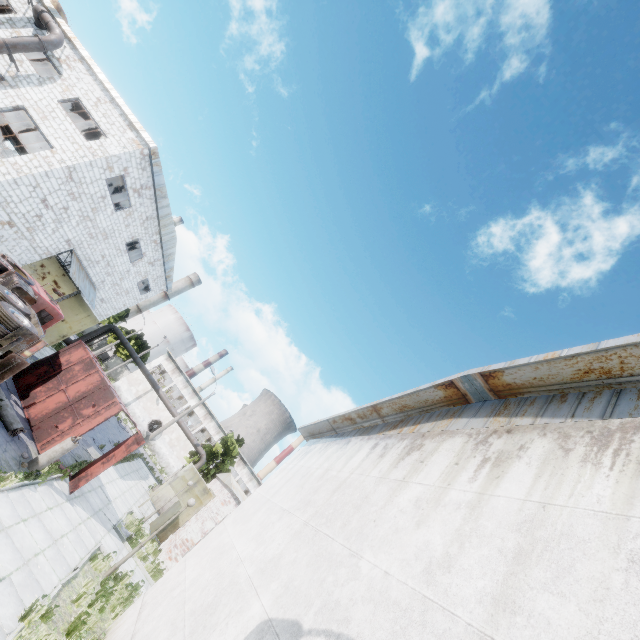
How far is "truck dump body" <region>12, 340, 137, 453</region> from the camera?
13.3 meters

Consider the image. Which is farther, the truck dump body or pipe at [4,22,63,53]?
pipe at [4,22,63,53]

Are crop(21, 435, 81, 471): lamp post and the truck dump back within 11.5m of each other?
yes

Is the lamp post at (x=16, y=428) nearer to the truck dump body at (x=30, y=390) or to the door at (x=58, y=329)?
the truck dump body at (x=30, y=390)

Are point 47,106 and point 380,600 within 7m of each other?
no

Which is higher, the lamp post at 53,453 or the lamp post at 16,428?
the lamp post at 53,453

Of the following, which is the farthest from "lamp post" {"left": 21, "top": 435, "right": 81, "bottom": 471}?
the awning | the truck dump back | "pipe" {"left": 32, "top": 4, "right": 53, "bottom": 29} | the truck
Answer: "pipe" {"left": 32, "top": 4, "right": 53, "bottom": 29}

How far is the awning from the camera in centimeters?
2025cm
